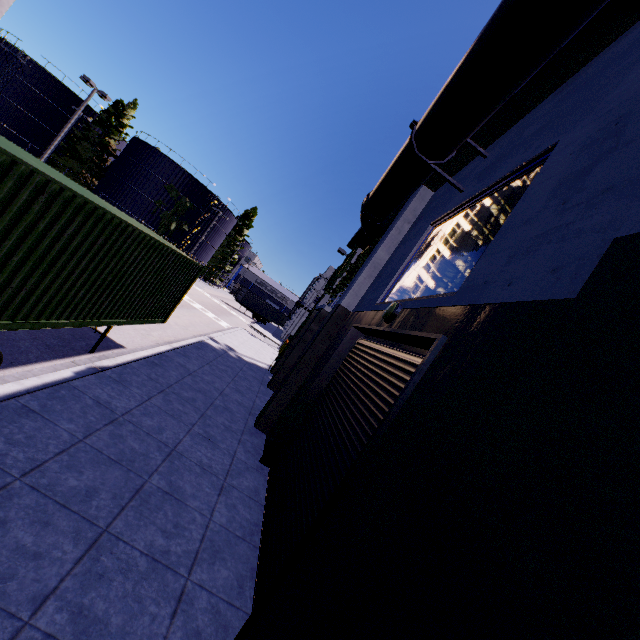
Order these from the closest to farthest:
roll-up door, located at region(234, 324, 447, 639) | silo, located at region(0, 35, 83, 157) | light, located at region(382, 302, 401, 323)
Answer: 1. roll-up door, located at region(234, 324, 447, 639)
2. light, located at region(382, 302, 401, 323)
3. silo, located at region(0, 35, 83, 157)

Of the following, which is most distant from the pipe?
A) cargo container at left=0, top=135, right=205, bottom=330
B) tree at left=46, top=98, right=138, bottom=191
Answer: tree at left=46, top=98, right=138, bottom=191

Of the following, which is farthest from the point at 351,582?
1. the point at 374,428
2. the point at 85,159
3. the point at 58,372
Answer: the point at 85,159

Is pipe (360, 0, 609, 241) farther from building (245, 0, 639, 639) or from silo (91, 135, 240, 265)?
silo (91, 135, 240, 265)

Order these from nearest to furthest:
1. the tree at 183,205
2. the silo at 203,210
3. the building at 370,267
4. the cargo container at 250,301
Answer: the building at 370,267, the silo at 203,210, the tree at 183,205, the cargo container at 250,301

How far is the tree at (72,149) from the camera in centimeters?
4225cm

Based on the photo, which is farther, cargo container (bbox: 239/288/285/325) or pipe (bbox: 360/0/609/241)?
cargo container (bbox: 239/288/285/325)

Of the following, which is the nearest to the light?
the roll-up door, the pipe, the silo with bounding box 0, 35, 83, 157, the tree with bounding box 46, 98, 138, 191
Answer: the roll-up door
